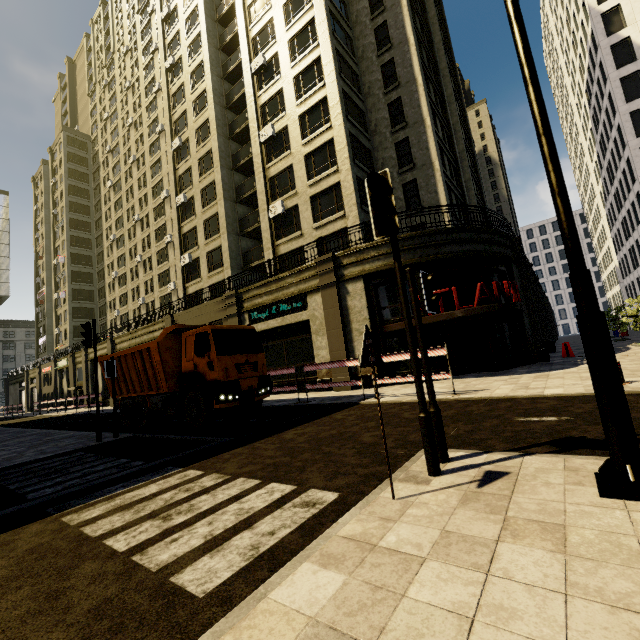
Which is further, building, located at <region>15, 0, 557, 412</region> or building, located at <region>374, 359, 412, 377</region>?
building, located at <region>15, 0, 557, 412</region>

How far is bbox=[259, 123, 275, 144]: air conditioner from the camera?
23.3m

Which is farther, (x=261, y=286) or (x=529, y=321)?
(x=261, y=286)

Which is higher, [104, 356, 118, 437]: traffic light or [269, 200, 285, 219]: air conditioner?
[269, 200, 285, 219]: air conditioner

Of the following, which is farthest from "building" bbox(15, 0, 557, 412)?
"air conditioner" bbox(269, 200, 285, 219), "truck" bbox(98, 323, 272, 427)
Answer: "truck" bbox(98, 323, 272, 427)

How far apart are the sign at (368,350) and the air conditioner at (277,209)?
20.6m

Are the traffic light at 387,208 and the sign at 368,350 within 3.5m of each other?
yes

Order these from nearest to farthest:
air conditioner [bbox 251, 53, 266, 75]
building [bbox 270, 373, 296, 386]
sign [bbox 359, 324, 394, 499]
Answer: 1. sign [bbox 359, 324, 394, 499]
2. building [bbox 270, 373, 296, 386]
3. air conditioner [bbox 251, 53, 266, 75]
